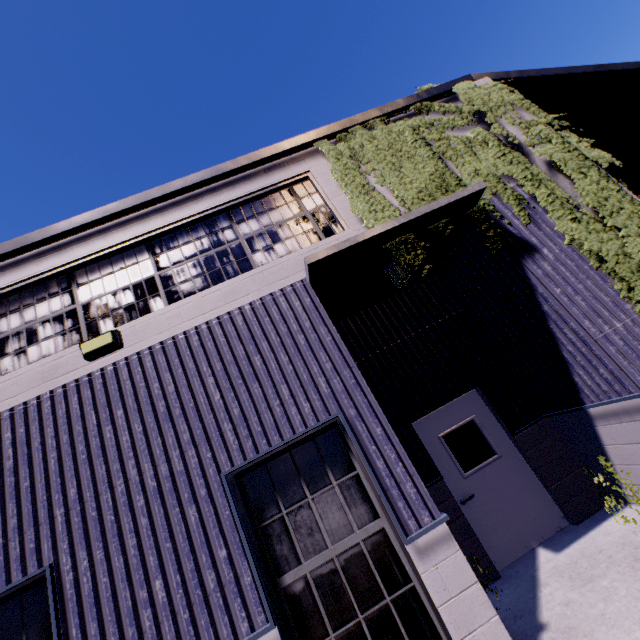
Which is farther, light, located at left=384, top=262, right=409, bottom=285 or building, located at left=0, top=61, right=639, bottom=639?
light, located at left=384, top=262, right=409, bottom=285

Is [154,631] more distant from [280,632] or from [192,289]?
[192,289]

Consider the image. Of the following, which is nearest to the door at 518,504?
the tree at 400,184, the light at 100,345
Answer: the tree at 400,184

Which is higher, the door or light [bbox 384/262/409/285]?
light [bbox 384/262/409/285]

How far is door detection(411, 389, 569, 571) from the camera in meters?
5.2

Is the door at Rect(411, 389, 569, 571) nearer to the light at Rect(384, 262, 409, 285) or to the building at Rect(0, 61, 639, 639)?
the building at Rect(0, 61, 639, 639)

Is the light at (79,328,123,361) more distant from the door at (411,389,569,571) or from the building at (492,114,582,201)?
the door at (411,389,569,571)

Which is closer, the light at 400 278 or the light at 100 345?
the light at 100 345
